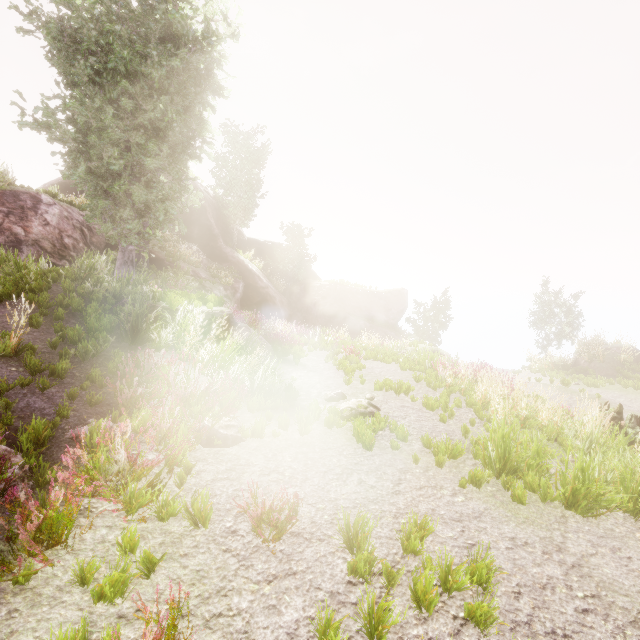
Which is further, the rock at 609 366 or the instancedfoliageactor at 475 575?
the rock at 609 366

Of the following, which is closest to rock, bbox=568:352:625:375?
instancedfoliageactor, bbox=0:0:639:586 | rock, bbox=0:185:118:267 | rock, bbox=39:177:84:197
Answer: instancedfoliageactor, bbox=0:0:639:586

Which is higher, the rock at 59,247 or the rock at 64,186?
the rock at 64,186

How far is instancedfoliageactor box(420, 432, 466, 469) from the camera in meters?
5.6 m

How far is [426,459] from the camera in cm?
595

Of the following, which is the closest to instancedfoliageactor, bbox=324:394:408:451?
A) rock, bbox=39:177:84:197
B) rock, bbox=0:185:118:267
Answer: rock, bbox=0:185:118:267

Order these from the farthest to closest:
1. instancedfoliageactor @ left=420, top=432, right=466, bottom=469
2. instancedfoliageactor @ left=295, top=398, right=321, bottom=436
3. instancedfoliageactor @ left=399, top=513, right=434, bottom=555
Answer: instancedfoliageactor @ left=295, top=398, right=321, bottom=436, instancedfoliageactor @ left=420, top=432, right=466, bottom=469, instancedfoliageactor @ left=399, top=513, right=434, bottom=555
